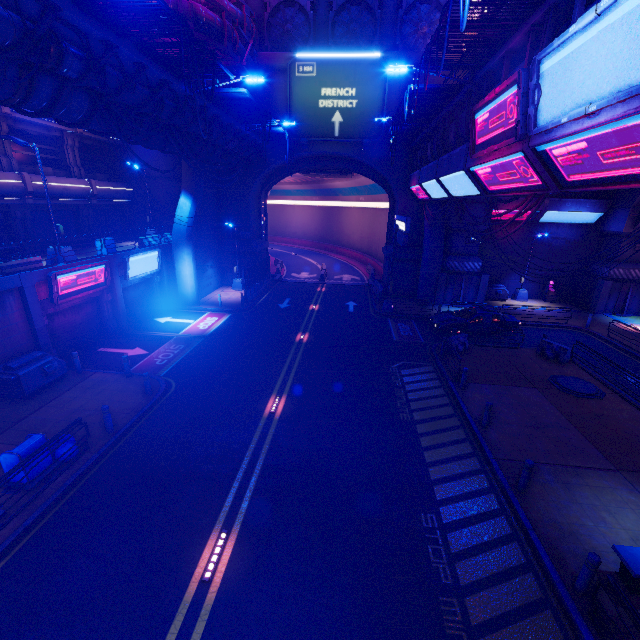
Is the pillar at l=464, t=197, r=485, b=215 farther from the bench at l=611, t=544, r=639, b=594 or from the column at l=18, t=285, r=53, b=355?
the column at l=18, t=285, r=53, b=355

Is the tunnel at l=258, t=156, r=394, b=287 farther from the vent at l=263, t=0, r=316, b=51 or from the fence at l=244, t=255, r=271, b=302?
the vent at l=263, t=0, r=316, b=51

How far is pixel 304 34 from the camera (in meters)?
26.38

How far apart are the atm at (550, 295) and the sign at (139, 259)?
32.42m

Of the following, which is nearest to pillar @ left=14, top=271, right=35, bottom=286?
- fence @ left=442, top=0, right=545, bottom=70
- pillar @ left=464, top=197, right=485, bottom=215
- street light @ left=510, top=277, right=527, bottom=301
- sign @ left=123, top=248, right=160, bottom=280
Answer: sign @ left=123, top=248, right=160, bottom=280

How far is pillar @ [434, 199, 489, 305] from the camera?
26.09m

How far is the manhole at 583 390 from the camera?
14.4m

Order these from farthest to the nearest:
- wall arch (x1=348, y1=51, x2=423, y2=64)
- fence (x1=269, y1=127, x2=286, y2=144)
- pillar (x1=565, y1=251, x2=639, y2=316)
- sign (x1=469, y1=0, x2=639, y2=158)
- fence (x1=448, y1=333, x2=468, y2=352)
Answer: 1. pillar (x1=565, y1=251, x2=639, y2=316)
2. wall arch (x1=348, y1=51, x2=423, y2=64)
3. fence (x1=269, y1=127, x2=286, y2=144)
4. fence (x1=448, y1=333, x2=468, y2=352)
5. sign (x1=469, y1=0, x2=639, y2=158)
